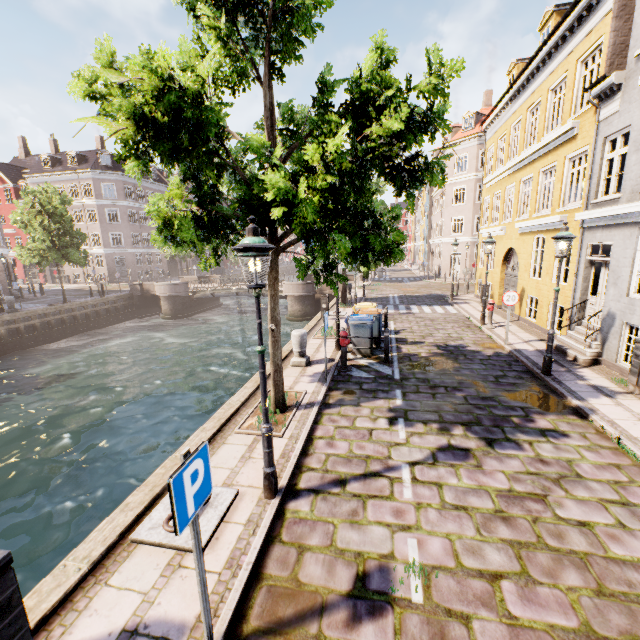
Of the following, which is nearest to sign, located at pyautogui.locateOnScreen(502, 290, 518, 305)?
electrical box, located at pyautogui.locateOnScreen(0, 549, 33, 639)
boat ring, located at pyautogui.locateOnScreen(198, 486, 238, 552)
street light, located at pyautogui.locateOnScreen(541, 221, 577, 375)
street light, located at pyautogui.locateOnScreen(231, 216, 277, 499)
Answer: street light, located at pyautogui.locateOnScreen(541, 221, 577, 375)

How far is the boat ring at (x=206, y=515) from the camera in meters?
4.0

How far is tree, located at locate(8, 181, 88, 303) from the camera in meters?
22.1

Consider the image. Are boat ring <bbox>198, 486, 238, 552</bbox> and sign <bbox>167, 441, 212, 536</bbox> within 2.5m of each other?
yes

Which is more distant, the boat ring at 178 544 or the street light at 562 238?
the street light at 562 238

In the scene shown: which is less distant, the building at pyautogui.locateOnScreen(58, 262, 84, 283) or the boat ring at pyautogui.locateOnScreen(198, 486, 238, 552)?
the boat ring at pyautogui.locateOnScreen(198, 486, 238, 552)

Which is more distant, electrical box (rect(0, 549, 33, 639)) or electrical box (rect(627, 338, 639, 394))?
electrical box (rect(627, 338, 639, 394))

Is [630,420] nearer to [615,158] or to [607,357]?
[607,357]
